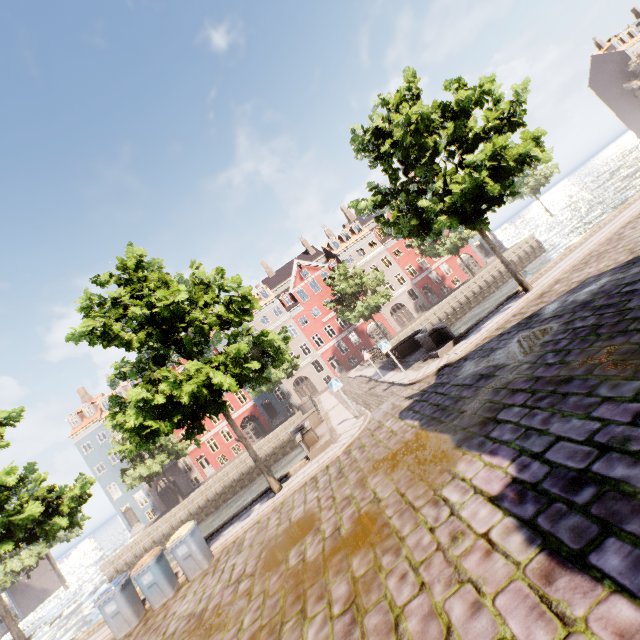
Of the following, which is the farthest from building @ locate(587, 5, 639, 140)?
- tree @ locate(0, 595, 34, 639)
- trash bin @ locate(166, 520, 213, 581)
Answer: tree @ locate(0, 595, 34, 639)

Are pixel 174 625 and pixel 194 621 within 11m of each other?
yes

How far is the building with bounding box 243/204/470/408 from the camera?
41.5 meters

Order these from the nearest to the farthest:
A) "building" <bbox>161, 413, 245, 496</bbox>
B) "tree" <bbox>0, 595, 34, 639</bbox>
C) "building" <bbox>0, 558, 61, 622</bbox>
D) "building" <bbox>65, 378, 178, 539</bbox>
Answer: "tree" <bbox>0, 595, 34, 639</bbox> < "building" <bbox>0, 558, 61, 622</bbox> < "building" <bbox>65, 378, 178, 539</bbox> < "building" <bbox>161, 413, 245, 496</bbox>

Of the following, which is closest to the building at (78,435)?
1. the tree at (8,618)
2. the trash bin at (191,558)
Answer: the trash bin at (191,558)

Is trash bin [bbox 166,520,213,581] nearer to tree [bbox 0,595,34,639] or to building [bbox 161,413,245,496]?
tree [bbox 0,595,34,639]
